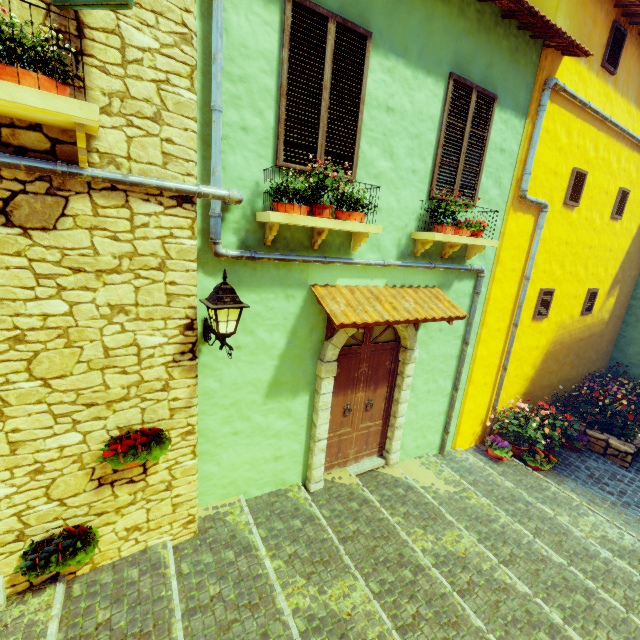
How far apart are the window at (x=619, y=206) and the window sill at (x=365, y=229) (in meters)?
7.65

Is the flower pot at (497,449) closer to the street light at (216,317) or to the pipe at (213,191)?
the pipe at (213,191)

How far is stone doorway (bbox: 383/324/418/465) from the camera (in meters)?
5.49

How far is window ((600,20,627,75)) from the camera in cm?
594

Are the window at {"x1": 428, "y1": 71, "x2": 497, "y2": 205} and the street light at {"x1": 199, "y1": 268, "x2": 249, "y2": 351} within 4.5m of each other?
yes

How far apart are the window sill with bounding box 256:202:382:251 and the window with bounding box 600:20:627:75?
6.1m

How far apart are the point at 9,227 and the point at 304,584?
4.5m

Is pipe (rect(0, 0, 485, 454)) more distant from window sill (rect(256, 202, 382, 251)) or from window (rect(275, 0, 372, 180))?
window (rect(275, 0, 372, 180))
